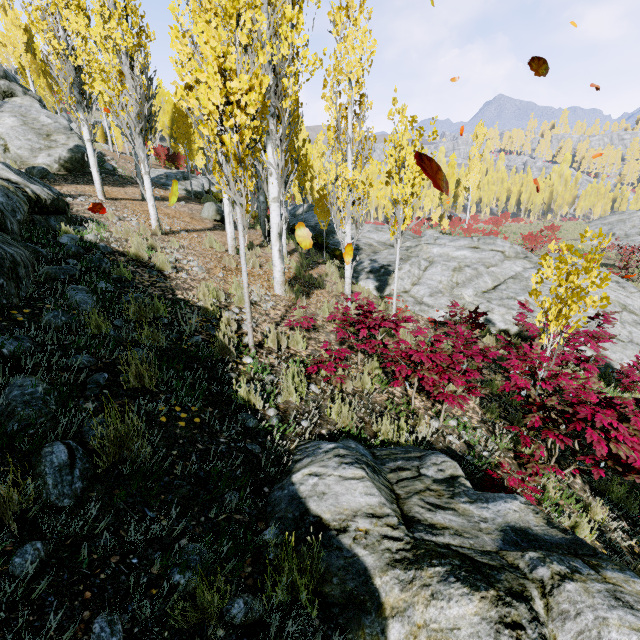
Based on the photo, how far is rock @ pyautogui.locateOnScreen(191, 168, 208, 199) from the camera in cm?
1916

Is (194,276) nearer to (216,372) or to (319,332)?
(319,332)

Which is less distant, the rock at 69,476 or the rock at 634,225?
the rock at 69,476

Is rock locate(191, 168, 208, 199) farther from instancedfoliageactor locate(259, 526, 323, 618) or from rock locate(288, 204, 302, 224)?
rock locate(288, 204, 302, 224)

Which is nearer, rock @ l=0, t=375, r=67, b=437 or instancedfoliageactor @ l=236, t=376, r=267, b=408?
rock @ l=0, t=375, r=67, b=437

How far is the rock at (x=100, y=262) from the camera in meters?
5.2 m

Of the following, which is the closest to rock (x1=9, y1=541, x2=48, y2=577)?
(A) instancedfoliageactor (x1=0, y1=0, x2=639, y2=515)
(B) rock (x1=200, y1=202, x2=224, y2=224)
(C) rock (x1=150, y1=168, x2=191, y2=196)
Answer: (A) instancedfoliageactor (x1=0, y1=0, x2=639, y2=515)
